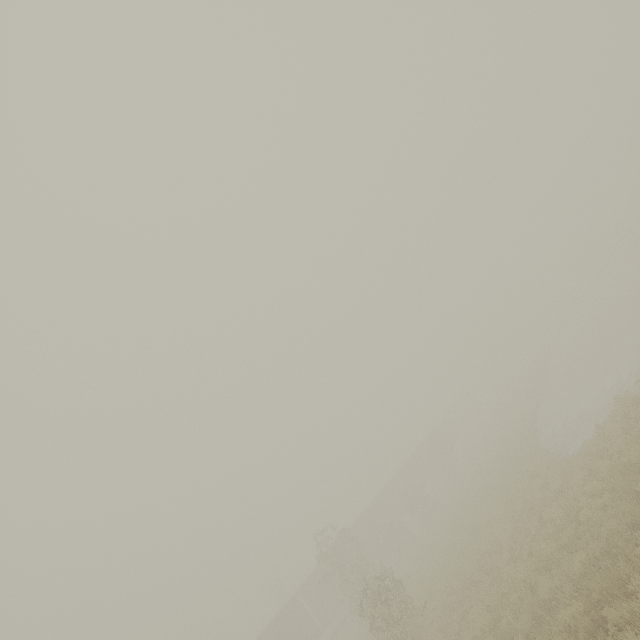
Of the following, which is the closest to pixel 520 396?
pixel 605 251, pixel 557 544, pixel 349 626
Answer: pixel 349 626

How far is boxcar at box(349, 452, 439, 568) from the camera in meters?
35.9 m

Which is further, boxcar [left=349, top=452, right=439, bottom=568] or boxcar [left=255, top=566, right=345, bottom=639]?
boxcar [left=349, top=452, right=439, bottom=568]

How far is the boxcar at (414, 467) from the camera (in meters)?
35.91

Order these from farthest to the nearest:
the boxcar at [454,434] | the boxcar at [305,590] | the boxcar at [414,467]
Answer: the boxcar at [454,434] < the boxcar at [414,467] < the boxcar at [305,590]

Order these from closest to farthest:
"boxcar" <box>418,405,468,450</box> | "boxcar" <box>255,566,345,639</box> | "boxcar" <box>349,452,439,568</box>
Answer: "boxcar" <box>255,566,345,639</box>
"boxcar" <box>349,452,439,568</box>
"boxcar" <box>418,405,468,450</box>
